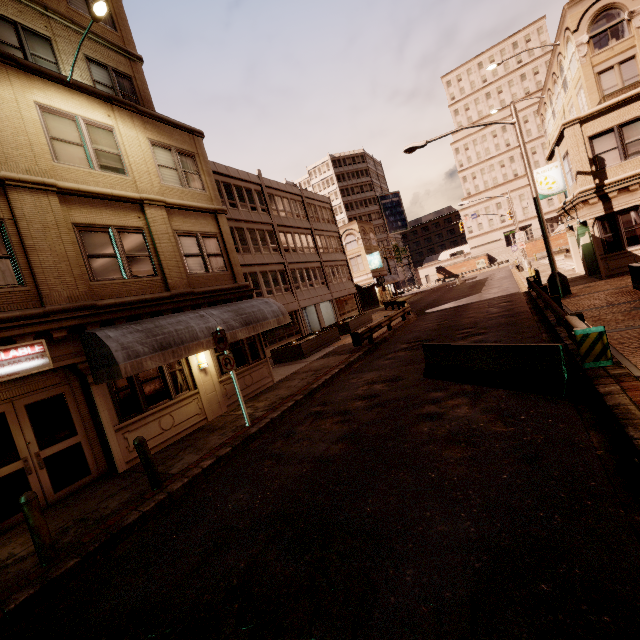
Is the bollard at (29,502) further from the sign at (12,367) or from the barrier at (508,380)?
the barrier at (508,380)

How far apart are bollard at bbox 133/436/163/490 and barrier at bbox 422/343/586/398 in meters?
7.3

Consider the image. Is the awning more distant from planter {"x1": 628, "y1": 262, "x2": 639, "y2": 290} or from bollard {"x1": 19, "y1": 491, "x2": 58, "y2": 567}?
planter {"x1": 628, "y1": 262, "x2": 639, "y2": 290}

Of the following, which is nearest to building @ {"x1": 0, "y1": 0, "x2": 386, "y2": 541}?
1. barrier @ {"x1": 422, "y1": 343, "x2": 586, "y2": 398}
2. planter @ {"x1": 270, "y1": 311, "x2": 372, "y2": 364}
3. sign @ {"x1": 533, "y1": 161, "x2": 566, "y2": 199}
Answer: planter @ {"x1": 270, "y1": 311, "x2": 372, "y2": 364}

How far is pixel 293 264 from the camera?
31.4 meters

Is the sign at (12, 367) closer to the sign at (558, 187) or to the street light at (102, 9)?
the street light at (102, 9)

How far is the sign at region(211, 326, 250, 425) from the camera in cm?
946

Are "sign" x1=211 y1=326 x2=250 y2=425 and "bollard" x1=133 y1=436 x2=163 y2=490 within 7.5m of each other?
yes
